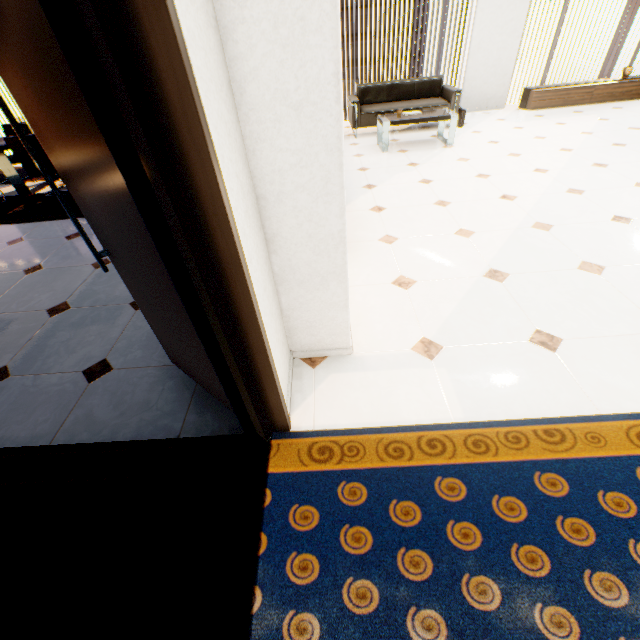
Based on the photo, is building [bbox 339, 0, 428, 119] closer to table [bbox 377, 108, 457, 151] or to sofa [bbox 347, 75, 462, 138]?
sofa [bbox 347, 75, 462, 138]

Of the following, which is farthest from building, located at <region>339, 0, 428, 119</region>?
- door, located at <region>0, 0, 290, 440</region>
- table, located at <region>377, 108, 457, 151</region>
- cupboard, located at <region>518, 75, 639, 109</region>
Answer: door, located at <region>0, 0, 290, 440</region>

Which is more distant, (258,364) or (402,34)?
(402,34)

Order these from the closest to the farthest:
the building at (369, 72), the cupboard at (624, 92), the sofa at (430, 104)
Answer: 1. the sofa at (430, 104)
2. the cupboard at (624, 92)
3. the building at (369, 72)

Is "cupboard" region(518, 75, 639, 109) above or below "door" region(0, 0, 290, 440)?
below

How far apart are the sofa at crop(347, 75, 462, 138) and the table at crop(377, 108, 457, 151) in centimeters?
50cm

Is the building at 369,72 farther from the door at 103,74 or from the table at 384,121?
the door at 103,74

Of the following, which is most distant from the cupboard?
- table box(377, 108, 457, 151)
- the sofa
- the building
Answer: the building
